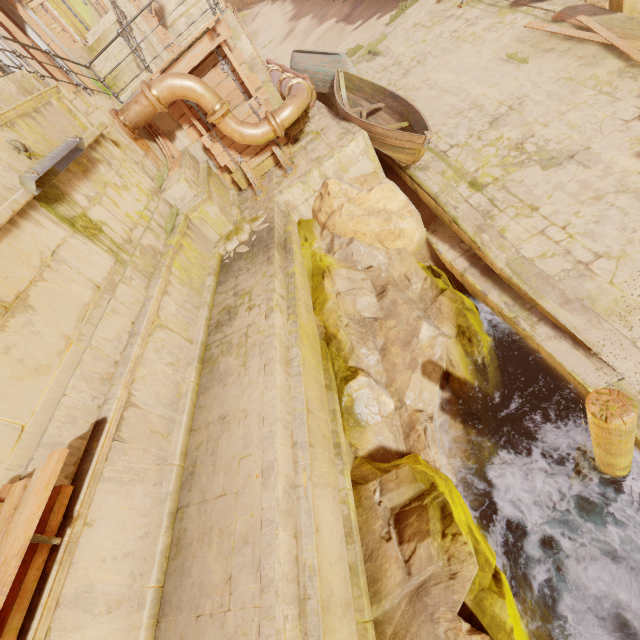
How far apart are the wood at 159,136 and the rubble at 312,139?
3.0 meters

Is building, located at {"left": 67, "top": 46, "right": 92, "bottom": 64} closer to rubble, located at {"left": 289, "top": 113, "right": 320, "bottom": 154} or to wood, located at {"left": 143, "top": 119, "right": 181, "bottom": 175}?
wood, located at {"left": 143, "top": 119, "right": 181, "bottom": 175}

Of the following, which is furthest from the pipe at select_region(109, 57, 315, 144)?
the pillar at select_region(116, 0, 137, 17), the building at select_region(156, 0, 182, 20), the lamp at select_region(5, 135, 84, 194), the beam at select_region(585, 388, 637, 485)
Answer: the beam at select_region(585, 388, 637, 485)

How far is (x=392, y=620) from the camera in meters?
3.7 m

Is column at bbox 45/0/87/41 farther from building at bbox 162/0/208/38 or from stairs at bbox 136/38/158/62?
building at bbox 162/0/208/38

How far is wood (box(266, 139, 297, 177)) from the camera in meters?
8.7 m

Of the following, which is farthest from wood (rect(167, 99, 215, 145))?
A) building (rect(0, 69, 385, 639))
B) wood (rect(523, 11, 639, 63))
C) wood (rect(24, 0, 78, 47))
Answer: wood (rect(24, 0, 78, 47))

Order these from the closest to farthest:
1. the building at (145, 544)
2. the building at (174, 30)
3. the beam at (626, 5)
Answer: the building at (145, 544), the beam at (626, 5), the building at (174, 30)
